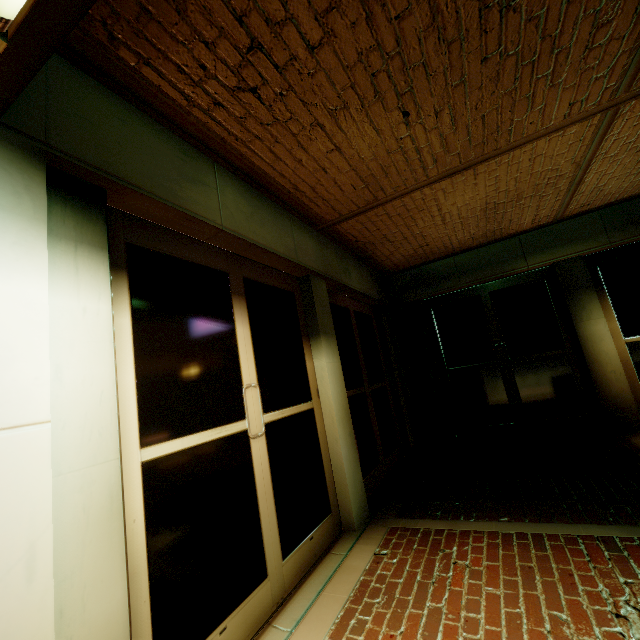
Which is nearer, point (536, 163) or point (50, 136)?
point (50, 136)

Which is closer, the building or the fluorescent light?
the fluorescent light

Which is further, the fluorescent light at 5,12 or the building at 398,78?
the building at 398,78
